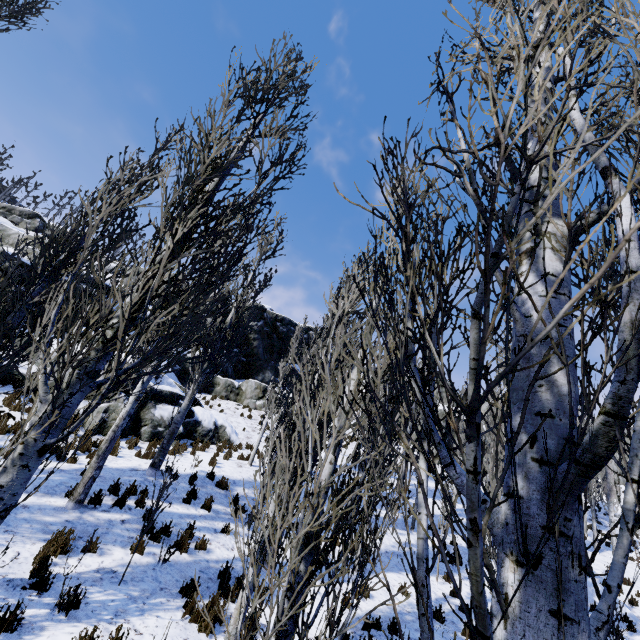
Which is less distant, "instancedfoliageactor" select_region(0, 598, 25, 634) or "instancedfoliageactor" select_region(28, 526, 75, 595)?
"instancedfoliageactor" select_region(0, 598, 25, 634)

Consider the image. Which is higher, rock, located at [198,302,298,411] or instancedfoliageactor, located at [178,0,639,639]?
rock, located at [198,302,298,411]

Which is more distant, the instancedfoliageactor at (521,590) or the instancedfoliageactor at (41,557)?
the instancedfoliageactor at (41,557)

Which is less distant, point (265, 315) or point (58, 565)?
point (58, 565)

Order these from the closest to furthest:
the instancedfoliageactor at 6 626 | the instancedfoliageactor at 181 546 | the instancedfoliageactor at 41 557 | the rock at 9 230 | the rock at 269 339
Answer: the instancedfoliageactor at 6 626 < the instancedfoliageactor at 41 557 < the instancedfoliageactor at 181 546 < the rock at 9 230 < the rock at 269 339

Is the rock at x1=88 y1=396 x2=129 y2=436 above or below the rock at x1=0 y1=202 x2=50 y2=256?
below

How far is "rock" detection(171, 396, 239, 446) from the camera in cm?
1531
